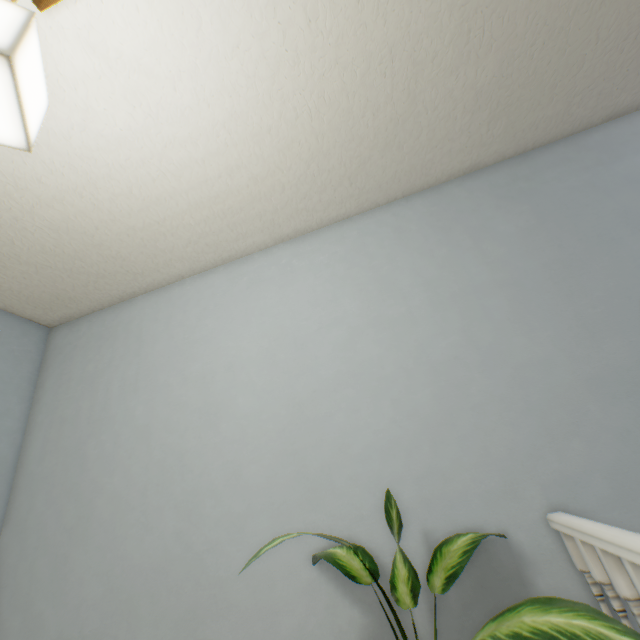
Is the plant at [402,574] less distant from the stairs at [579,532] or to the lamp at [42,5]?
the stairs at [579,532]

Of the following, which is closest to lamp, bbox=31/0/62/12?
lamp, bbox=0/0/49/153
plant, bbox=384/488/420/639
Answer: lamp, bbox=0/0/49/153

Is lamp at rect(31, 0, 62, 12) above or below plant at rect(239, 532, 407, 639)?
above

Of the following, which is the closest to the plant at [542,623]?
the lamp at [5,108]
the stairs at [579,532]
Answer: Result: the stairs at [579,532]

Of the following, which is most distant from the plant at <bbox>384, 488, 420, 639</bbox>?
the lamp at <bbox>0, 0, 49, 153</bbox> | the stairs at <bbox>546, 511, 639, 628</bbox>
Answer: the lamp at <bbox>0, 0, 49, 153</bbox>

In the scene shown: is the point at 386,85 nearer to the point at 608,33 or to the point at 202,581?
the point at 608,33

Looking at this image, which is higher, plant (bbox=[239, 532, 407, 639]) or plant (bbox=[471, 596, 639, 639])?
plant (bbox=[239, 532, 407, 639])

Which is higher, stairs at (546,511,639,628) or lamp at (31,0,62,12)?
lamp at (31,0,62,12)
